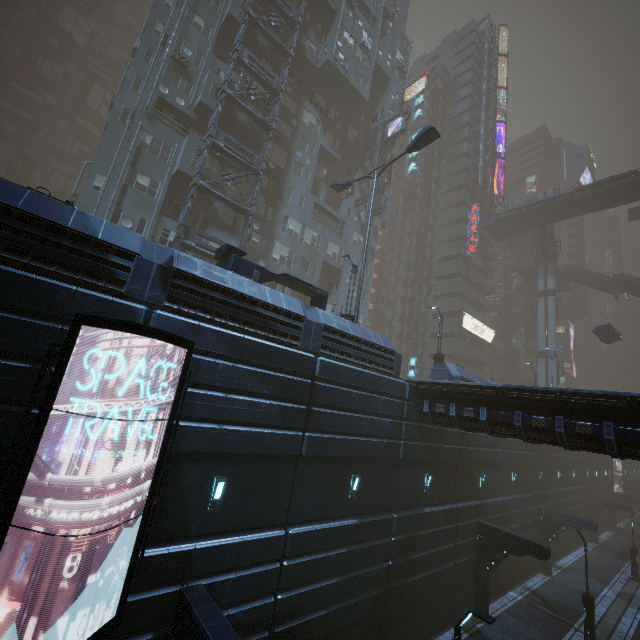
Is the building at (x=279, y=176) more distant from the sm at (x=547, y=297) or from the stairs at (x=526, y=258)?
the stairs at (x=526, y=258)

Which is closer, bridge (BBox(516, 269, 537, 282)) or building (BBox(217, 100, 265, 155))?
building (BBox(217, 100, 265, 155))

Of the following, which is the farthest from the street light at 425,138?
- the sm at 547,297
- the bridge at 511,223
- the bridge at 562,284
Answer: the bridge at 562,284

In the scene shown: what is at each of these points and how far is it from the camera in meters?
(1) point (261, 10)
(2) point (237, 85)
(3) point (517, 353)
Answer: (1) building, 30.0 m
(2) building, 27.5 m
(3) building, 58.0 m

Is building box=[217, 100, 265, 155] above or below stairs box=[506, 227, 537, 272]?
below

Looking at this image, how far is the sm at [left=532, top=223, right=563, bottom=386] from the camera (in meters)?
43.56

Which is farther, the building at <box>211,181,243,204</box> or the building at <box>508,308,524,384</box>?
the building at <box>508,308,524,384</box>

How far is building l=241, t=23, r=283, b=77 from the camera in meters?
27.2 m
